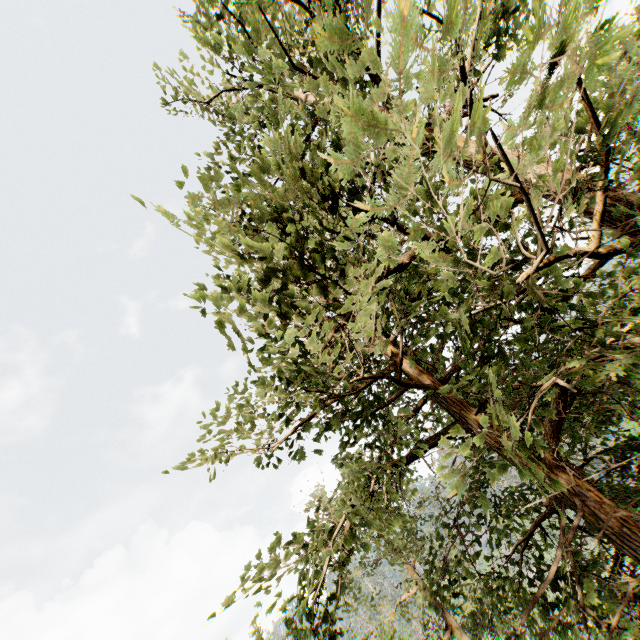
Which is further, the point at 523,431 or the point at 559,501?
the point at 523,431

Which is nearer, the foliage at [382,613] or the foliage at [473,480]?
the foliage at [473,480]

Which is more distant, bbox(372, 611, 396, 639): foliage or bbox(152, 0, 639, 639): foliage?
bbox(372, 611, 396, 639): foliage
